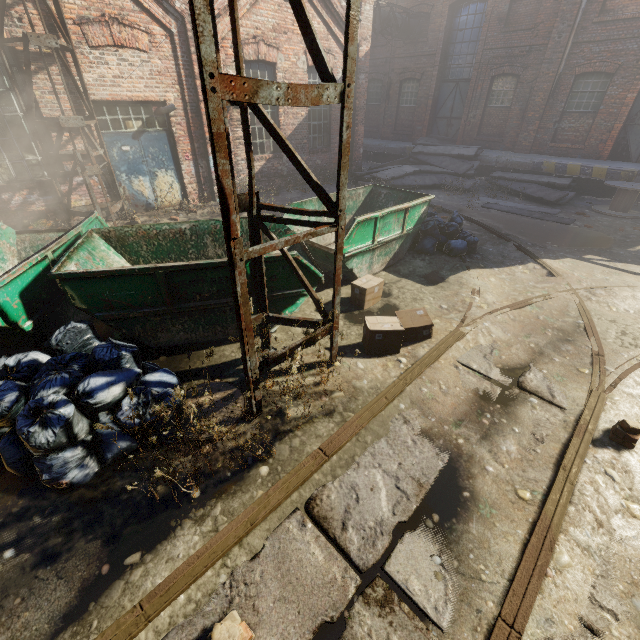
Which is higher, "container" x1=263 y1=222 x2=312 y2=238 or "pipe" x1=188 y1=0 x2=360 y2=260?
"pipe" x1=188 y1=0 x2=360 y2=260

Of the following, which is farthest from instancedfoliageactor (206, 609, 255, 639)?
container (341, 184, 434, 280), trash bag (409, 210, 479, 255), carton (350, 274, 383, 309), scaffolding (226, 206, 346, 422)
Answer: trash bag (409, 210, 479, 255)

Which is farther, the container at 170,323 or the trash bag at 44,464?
the container at 170,323

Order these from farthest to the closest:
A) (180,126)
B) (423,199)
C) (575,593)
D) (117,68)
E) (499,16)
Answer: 1. (499,16)
2. (180,126)
3. (117,68)
4. (423,199)
5. (575,593)

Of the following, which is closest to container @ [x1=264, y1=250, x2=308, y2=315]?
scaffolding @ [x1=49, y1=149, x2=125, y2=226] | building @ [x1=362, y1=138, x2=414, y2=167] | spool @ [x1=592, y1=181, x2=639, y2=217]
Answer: scaffolding @ [x1=49, y1=149, x2=125, y2=226]

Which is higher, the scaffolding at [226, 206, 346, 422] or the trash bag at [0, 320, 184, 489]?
the scaffolding at [226, 206, 346, 422]

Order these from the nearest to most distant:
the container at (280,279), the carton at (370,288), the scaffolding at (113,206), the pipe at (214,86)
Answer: the pipe at (214,86) → the container at (280,279) → the carton at (370,288) → the scaffolding at (113,206)

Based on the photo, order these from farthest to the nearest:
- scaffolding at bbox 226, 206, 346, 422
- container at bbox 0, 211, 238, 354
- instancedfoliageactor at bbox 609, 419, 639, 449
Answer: container at bbox 0, 211, 238, 354 → instancedfoliageactor at bbox 609, 419, 639, 449 → scaffolding at bbox 226, 206, 346, 422
